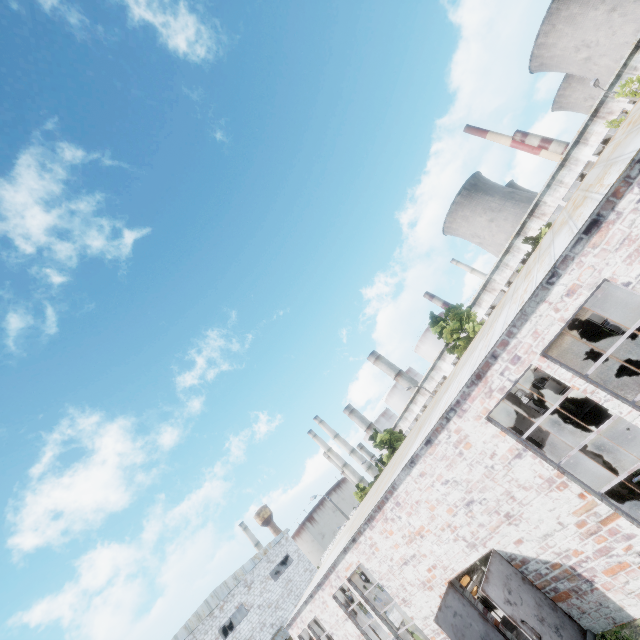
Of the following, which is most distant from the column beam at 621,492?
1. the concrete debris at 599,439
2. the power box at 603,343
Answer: the power box at 603,343

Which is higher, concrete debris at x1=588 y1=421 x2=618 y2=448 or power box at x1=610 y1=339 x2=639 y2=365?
power box at x1=610 y1=339 x2=639 y2=365

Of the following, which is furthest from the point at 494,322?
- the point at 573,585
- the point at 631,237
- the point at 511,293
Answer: the point at 573,585

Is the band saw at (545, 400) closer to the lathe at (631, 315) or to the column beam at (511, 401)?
the column beam at (511, 401)

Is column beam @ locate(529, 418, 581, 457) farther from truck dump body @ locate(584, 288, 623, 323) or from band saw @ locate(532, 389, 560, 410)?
truck dump body @ locate(584, 288, 623, 323)

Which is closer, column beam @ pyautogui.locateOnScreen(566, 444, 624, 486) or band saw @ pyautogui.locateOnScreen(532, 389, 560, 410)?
column beam @ pyautogui.locateOnScreen(566, 444, 624, 486)

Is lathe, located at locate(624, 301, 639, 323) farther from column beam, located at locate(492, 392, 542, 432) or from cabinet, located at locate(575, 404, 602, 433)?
cabinet, located at locate(575, 404, 602, 433)

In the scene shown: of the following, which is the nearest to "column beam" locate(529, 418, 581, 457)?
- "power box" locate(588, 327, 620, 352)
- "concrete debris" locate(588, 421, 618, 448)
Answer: "concrete debris" locate(588, 421, 618, 448)
